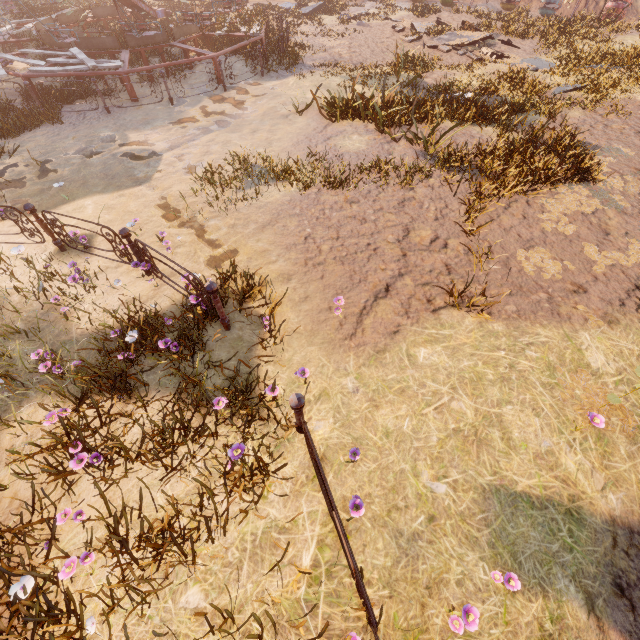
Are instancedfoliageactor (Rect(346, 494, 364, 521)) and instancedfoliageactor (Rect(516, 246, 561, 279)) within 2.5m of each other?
no

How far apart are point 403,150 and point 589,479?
7.9 meters

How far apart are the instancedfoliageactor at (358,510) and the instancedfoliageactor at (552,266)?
4.8 meters

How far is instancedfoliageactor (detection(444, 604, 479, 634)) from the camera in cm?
255

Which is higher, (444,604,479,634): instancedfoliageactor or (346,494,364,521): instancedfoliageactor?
(346,494,364,521): instancedfoliageactor

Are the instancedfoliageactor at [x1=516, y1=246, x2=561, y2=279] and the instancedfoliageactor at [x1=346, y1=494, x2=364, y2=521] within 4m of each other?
no

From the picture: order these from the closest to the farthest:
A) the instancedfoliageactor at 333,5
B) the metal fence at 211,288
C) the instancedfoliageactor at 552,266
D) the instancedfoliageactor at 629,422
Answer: the instancedfoliageactor at 629,422 → the metal fence at 211,288 → the instancedfoliageactor at 552,266 → the instancedfoliageactor at 333,5

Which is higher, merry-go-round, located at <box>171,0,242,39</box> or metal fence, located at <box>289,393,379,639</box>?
merry-go-round, located at <box>171,0,242,39</box>
